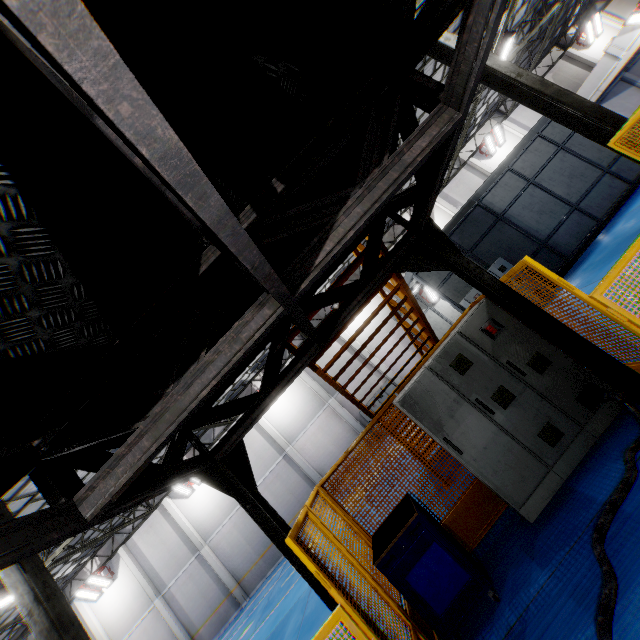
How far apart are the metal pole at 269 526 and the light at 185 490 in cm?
1979

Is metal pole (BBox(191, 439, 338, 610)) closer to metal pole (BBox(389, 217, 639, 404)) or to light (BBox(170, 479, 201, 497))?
metal pole (BBox(389, 217, 639, 404))

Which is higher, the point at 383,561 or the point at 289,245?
the point at 289,245

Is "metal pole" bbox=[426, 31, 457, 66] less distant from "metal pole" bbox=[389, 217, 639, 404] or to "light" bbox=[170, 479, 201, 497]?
"metal pole" bbox=[389, 217, 639, 404]

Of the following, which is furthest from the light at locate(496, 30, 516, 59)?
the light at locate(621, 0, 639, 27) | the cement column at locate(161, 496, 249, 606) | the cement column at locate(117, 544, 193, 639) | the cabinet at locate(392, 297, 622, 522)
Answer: the cement column at locate(117, 544, 193, 639)

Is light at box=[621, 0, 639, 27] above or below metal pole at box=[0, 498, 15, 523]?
below

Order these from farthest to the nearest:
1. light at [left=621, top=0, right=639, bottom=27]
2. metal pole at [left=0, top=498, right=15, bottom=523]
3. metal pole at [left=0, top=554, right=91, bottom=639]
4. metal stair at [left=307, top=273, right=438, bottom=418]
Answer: light at [left=621, top=0, right=639, bottom=27]
metal pole at [left=0, top=498, right=15, bottom=523]
metal pole at [left=0, top=554, right=91, bottom=639]
metal stair at [left=307, top=273, right=438, bottom=418]

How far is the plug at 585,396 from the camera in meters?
4.0
